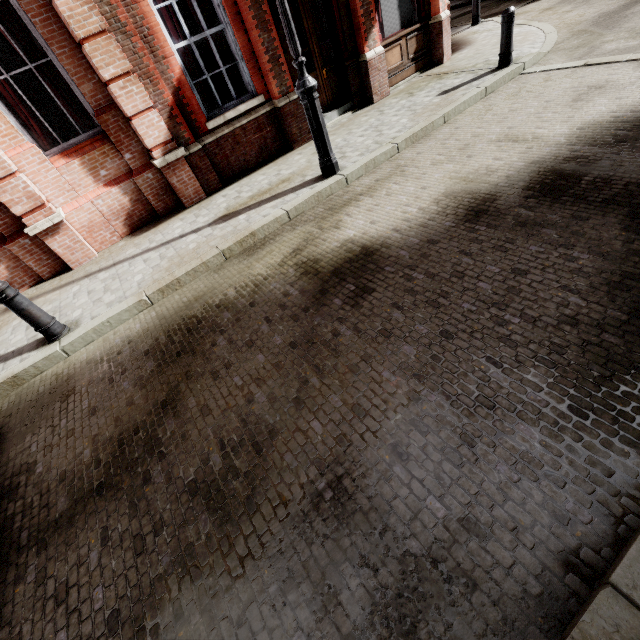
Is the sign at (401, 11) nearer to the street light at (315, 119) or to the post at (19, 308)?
the street light at (315, 119)

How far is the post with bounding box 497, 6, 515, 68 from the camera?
6.4 meters

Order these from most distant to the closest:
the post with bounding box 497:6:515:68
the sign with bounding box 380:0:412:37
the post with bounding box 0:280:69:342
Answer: the sign with bounding box 380:0:412:37, the post with bounding box 497:6:515:68, the post with bounding box 0:280:69:342

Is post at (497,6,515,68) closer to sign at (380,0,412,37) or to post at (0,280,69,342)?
sign at (380,0,412,37)

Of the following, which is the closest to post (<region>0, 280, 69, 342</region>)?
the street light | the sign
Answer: the street light

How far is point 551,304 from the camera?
2.6 meters

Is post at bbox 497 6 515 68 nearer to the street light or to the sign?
the sign

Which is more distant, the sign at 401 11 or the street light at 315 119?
the sign at 401 11
